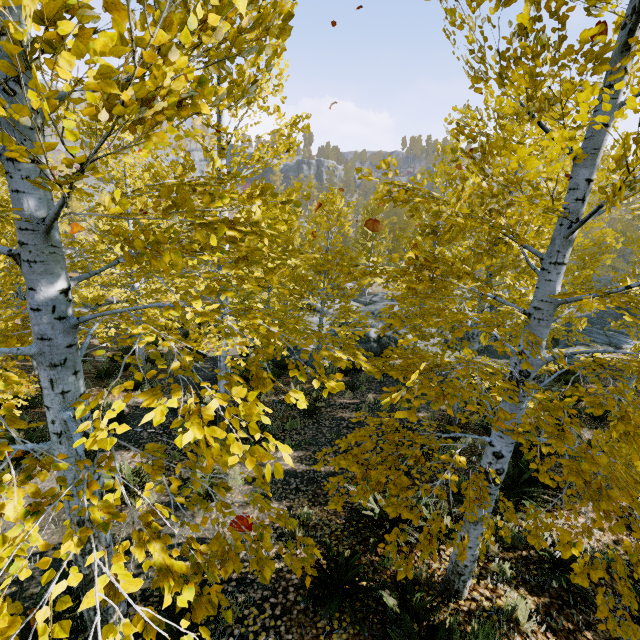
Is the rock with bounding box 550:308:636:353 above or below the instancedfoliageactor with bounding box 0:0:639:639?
below

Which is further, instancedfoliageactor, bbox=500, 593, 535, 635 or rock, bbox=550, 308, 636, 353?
rock, bbox=550, 308, 636, 353

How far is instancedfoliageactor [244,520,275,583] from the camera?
1.7 meters

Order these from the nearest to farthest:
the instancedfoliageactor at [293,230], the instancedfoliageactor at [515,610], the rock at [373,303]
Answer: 1. the instancedfoliageactor at [293,230]
2. the instancedfoliageactor at [515,610]
3. the rock at [373,303]

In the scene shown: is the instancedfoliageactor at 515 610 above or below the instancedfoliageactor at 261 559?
below

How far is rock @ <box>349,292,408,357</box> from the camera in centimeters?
1674cm

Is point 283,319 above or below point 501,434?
above
